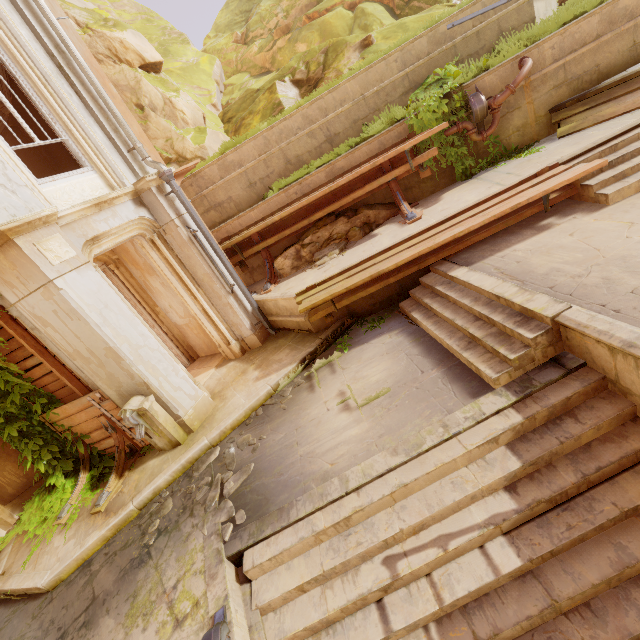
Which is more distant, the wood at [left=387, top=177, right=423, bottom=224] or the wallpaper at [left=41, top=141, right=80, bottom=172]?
the wallpaper at [left=41, top=141, right=80, bottom=172]

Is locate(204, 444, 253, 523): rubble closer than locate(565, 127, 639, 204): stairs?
Yes

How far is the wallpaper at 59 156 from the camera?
7.9m

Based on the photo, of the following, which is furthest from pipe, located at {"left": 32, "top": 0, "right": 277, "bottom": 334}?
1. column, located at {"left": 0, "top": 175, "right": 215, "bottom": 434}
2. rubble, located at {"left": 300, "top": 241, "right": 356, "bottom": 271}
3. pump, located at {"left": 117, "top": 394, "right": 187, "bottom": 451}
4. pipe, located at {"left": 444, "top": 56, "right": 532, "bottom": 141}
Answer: pipe, located at {"left": 444, "top": 56, "right": 532, "bottom": 141}

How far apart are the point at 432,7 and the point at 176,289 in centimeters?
1423cm

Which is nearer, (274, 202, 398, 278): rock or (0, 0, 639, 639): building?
(0, 0, 639, 639): building

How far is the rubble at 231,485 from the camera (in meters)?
4.50

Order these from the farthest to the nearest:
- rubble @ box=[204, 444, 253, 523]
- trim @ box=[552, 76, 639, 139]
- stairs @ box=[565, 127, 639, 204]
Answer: trim @ box=[552, 76, 639, 139]
stairs @ box=[565, 127, 639, 204]
rubble @ box=[204, 444, 253, 523]
